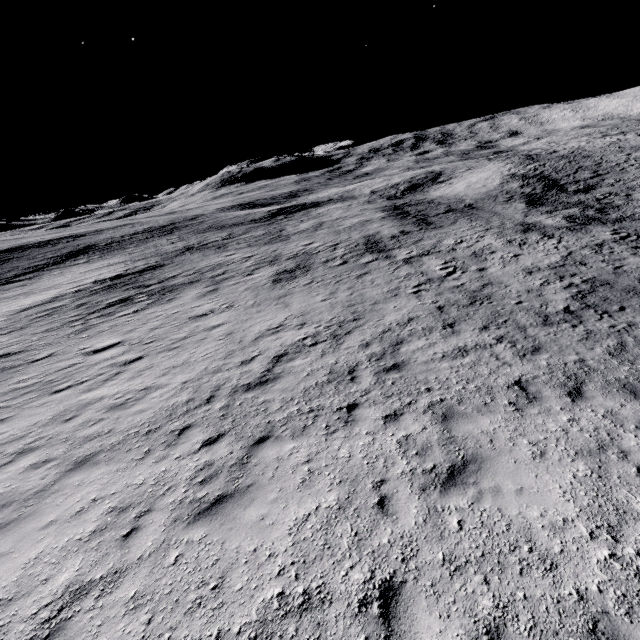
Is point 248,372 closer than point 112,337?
Yes
